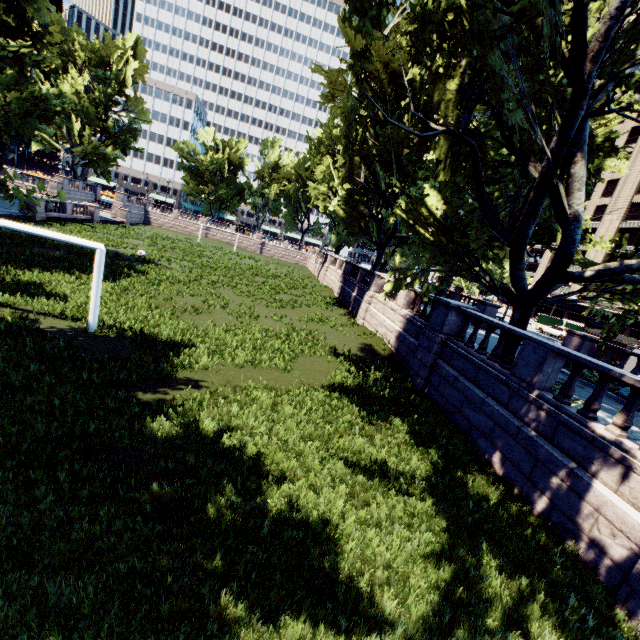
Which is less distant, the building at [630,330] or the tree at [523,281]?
the tree at [523,281]

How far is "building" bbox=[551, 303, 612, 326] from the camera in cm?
5015

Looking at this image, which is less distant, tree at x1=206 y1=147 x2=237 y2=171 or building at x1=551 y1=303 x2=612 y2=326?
building at x1=551 y1=303 x2=612 y2=326

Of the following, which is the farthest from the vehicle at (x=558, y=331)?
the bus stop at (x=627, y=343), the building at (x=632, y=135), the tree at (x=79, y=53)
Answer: the building at (x=632, y=135)

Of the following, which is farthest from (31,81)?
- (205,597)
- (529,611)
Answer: (529,611)

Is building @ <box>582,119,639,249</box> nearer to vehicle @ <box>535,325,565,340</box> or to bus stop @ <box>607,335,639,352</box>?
vehicle @ <box>535,325,565,340</box>

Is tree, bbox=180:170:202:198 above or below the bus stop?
above

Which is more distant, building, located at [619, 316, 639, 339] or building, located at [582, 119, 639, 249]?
building, located at [582, 119, 639, 249]
